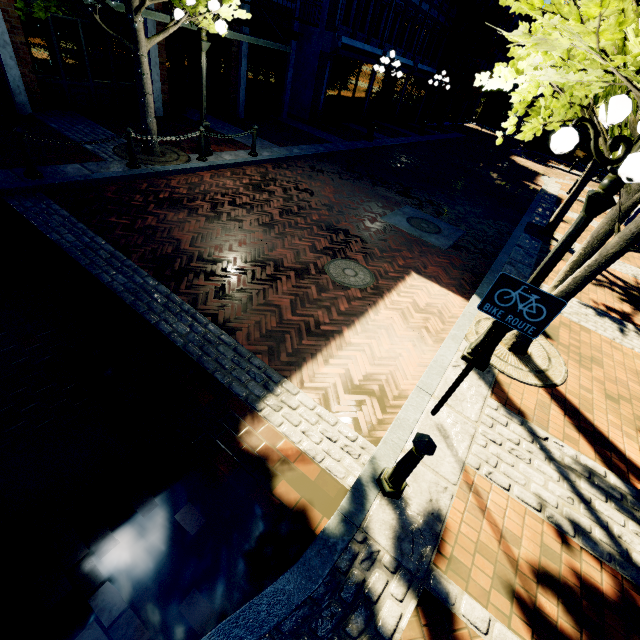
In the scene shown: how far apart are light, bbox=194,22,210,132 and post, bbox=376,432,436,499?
9.50m

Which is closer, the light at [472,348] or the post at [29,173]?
the light at [472,348]

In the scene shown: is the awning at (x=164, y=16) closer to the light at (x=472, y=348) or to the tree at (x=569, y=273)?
the tree at (x=569, y=273)

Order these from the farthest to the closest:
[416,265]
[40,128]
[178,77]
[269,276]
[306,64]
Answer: [306,64] → [178,77] → [40,128] → [416,265] → [269,276]

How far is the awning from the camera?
7.6 meters

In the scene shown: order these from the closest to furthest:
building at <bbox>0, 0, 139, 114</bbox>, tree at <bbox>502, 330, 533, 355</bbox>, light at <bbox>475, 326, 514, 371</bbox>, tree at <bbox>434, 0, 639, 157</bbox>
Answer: tree at <bbox>434, 0, 639, 157</bbox>
light at <bbox>475, 326, 514, 371</bbox>
tree at <bbox>502, 330, 533, 355</bbox>
building at <bbox>0, 0, 139, 114</bbox>

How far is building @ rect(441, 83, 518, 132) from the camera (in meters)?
33.66

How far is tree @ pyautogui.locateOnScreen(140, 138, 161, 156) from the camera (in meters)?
8.27
